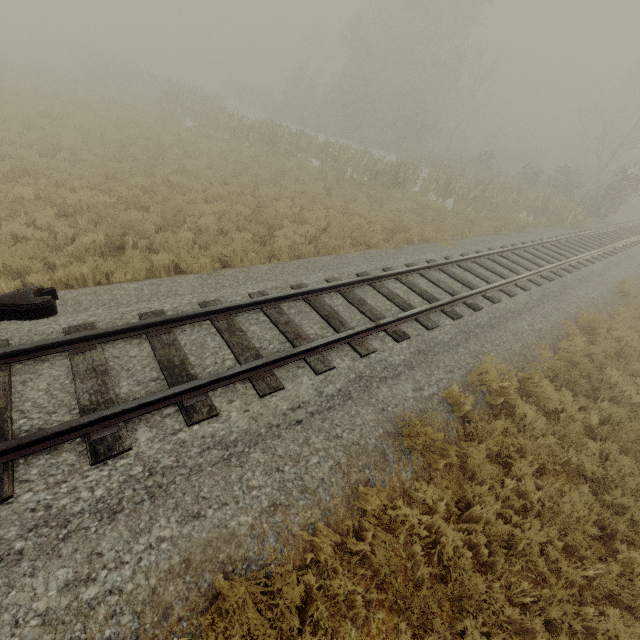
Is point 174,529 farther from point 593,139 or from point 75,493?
point 593,139

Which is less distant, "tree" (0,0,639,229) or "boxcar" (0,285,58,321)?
"boxcar" (0,285,58,321)

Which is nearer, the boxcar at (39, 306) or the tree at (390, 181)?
the boxcar at (39, 306)
